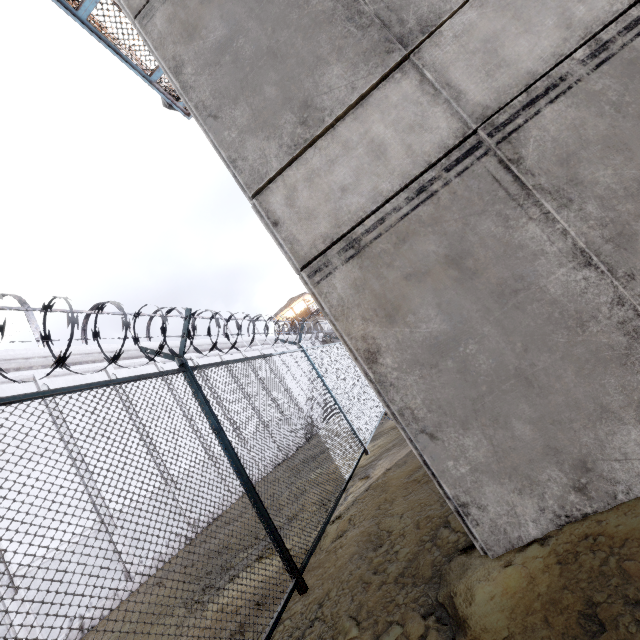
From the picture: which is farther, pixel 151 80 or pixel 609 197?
pixel 151 80
